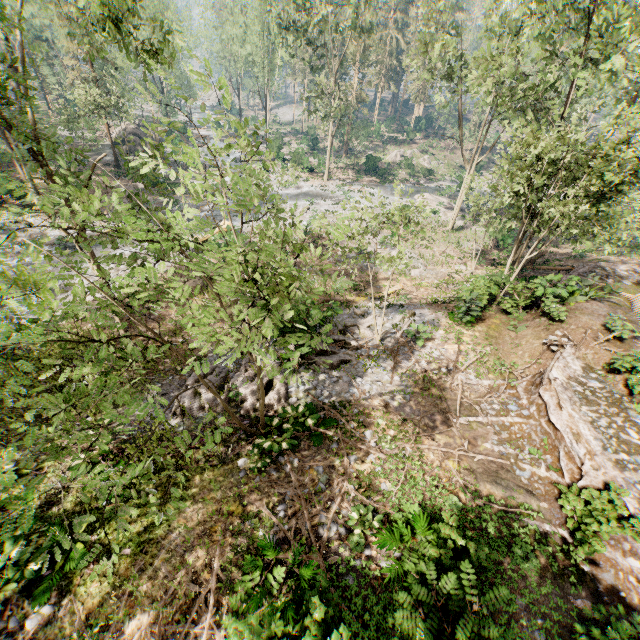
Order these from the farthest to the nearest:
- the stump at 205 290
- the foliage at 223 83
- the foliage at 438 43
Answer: the stump at 205 290
the foliage at 223 83
the foliage at 438 43

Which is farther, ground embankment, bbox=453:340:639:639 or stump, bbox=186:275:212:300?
stump, bbox=186:275:212:300

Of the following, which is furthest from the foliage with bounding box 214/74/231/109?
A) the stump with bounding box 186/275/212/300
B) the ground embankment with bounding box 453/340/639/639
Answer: the stump with bounding box 186/275/212/300

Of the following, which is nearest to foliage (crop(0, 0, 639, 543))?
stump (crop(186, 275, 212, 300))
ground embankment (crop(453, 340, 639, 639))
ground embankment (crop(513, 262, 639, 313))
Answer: ground embankment (crop(513, 262, 639, 313))

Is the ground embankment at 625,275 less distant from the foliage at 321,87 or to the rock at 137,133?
the foliage at 321,87

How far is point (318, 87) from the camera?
33.2 meters

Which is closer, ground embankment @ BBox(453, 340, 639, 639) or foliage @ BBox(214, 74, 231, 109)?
foliage @ BBox(214, 74, 231, 109)

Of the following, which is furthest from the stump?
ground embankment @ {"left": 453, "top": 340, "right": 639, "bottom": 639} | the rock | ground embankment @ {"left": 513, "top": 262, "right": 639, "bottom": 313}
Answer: the rock
